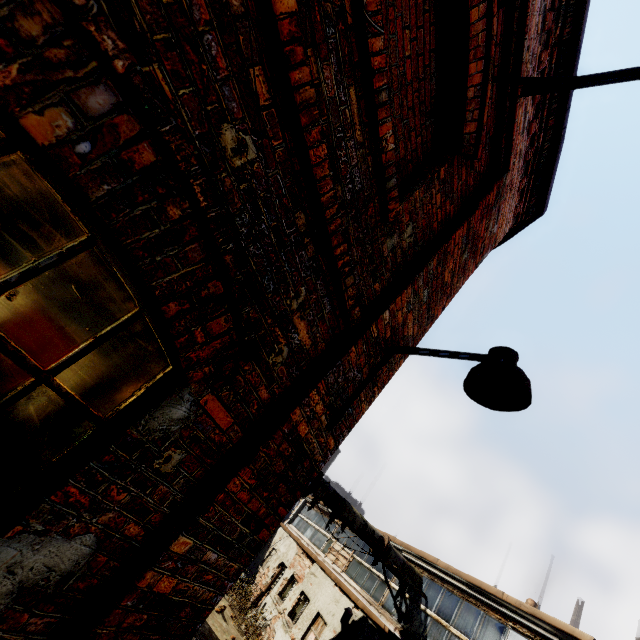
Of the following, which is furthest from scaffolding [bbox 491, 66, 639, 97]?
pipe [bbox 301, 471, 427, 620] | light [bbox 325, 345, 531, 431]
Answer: pipe [bbox 301, 471, 427, 620]

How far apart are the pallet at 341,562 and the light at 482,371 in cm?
1525

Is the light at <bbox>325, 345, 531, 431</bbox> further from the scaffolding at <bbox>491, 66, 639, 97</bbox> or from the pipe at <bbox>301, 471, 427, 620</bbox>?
the pipe at <bbox>301, 471, 427, 620</bbox>

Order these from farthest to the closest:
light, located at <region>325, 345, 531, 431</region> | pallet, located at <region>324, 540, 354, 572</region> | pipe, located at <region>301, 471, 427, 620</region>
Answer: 1. pallet, located at <region>324, 540, 354, 572</region>
2. pipe, located at <region>301, 471, 427, 620</region>
3. light, located at <region>325, 345, 531, 431</region>

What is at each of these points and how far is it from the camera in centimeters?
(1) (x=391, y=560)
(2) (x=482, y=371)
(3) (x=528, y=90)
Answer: (1) pipe, 1040cm
(2) light, 215cm
(3) scaffolding, 289cm

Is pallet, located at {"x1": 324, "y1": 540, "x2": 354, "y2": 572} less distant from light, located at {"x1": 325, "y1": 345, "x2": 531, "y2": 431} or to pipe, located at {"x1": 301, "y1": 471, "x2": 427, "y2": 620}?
pipe, located at {"x1": 301, "y1": 471, "x2": 427, "y2": 620}

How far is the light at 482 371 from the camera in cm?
212

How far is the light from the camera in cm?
212
